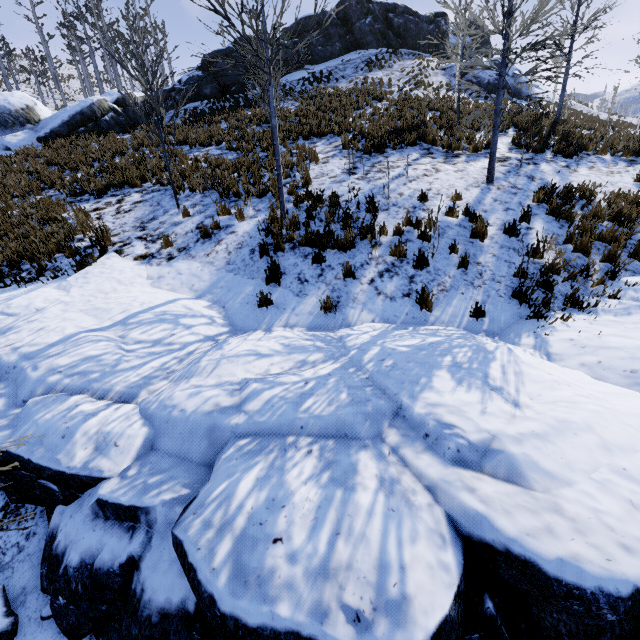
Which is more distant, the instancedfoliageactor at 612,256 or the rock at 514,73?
the rock at 514,73

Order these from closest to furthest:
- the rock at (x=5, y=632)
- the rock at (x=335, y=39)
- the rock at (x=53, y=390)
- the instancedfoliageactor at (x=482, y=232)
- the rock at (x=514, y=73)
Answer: the rock at (x=53, y=390) < the rock at (x=5, y=632) < the instancedfoliageactor at (x=482, y=232) < the rock at (x=514, y=73) < the rock at (x=335, y=39)

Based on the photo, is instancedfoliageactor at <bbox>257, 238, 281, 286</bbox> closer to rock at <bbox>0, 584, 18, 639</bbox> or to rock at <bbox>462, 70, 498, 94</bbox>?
rock at <bbox>0, 584, 18, 639</bbox>

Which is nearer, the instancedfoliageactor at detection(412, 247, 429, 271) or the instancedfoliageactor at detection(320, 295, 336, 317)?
the instancedfoliageactor at detection(320, 295, 336, 317)

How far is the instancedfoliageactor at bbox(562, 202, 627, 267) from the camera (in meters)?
6.09

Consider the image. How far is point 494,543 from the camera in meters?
1.8

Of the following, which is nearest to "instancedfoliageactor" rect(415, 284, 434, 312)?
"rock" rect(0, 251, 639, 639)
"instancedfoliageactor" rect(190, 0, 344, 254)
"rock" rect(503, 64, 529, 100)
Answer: "rock" rect(0, 251, 639, 639)

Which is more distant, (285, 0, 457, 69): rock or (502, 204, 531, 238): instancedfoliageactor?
(285, 0, 457, 69): rock
